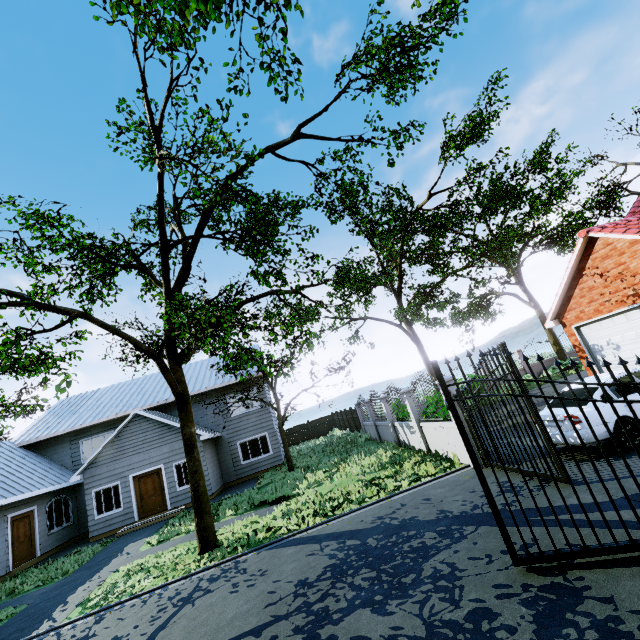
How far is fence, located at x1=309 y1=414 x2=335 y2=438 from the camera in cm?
3334

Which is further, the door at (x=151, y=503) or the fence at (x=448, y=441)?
the door at (x=151, y=503)

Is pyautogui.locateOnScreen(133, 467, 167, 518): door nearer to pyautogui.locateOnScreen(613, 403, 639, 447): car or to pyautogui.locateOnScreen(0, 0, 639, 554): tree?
pyautogui.locateOnScreen(0, 0, 639, 554): tree

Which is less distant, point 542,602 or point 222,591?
point 542,602

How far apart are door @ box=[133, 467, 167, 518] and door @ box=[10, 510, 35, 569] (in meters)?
4.41

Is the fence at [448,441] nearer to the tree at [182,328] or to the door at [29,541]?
the tree at [182,328]

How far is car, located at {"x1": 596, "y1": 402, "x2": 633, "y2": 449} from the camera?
6.8 meters
